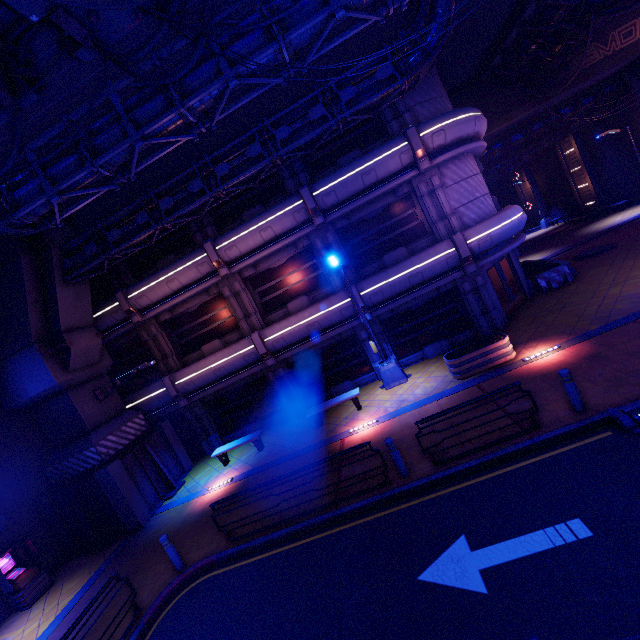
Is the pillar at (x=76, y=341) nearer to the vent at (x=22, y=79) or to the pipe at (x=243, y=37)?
the pipe at (x=243, y=37)

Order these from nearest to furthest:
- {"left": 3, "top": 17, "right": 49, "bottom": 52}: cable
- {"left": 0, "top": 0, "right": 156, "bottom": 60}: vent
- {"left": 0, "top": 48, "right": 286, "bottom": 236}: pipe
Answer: {"left": 0, "top": 0, "right": 156, "bottom": 60}: vent → {"left": 3, "top": 17, "right": 49, "bottom": 52}: cable → {"left": 0, "top": 48, "right": 286, "bottom": 236}: pipe

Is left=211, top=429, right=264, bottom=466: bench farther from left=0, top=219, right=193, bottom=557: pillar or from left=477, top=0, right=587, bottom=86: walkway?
left=477, top=0, right=587, bottom=86: walkway

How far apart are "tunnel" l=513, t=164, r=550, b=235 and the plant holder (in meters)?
34.08

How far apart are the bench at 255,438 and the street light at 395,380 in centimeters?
559cm

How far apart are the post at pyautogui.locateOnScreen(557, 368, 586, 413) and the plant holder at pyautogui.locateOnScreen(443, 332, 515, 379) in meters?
3.7

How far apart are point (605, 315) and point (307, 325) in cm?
1101

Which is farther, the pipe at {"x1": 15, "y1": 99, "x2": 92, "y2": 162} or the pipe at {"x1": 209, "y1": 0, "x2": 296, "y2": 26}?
the pipe at {"x1": 15, "y1": 99, "x2": 92, "y2": 162}
